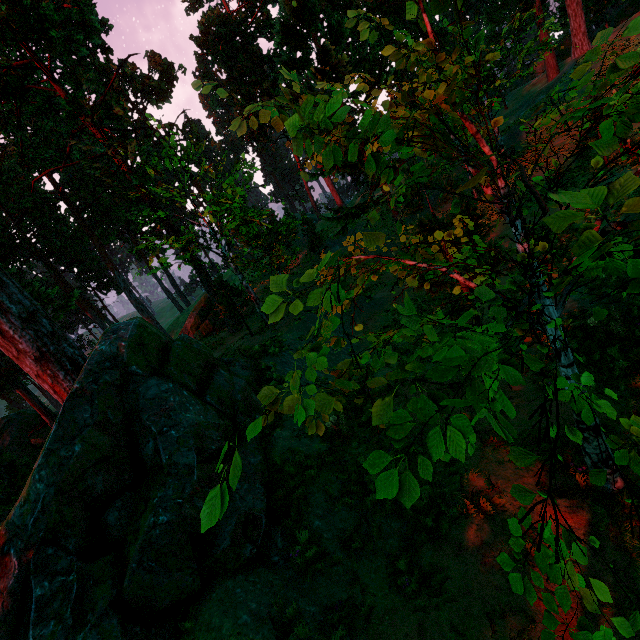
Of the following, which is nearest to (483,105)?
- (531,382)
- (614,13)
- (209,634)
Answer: (614,13)

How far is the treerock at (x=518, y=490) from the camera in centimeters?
185cm

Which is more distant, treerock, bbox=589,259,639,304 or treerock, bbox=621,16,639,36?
treerock, bbox=589,259,639,304

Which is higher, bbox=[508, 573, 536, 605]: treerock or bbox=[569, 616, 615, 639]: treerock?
bbox=[508, 573, 536, 605]: treerock

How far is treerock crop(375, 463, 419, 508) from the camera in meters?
1.7 m
